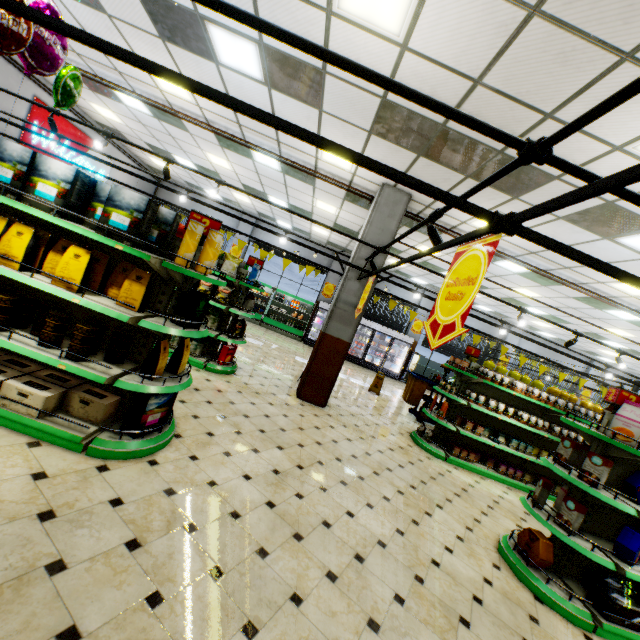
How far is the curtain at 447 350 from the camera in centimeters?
1722cm

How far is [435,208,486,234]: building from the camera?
6.8m

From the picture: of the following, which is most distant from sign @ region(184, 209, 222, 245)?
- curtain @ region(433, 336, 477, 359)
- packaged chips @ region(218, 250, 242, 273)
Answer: curtain @ region(433, 336, 477, 359)

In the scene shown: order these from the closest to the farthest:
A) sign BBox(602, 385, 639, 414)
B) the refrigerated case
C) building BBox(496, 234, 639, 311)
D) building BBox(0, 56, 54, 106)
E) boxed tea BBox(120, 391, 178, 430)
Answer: boxed tea BBox(120, 391, 178, 430) < sign BBox(602, 385, 639, 414) < building BBox(496, 234, 639, 311) < building BBox(0, 56, 54, 106) < the refrigerated case

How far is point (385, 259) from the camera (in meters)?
6.95

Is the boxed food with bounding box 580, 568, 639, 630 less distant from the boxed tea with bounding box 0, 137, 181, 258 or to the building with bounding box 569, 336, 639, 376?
the building with bounding box 569, 336, 639, 376

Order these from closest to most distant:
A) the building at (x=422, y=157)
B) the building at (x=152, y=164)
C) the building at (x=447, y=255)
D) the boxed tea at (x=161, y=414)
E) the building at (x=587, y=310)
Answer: the boxed tea at (x=161, y=414), the building at (x=422, y=157), the building at (x=587, y=310), the building at (x=447, y=255), the building at (x=152, y=164)

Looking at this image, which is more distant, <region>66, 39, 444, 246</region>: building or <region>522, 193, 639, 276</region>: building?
<region>66, 39, 444, 246</region>: building
